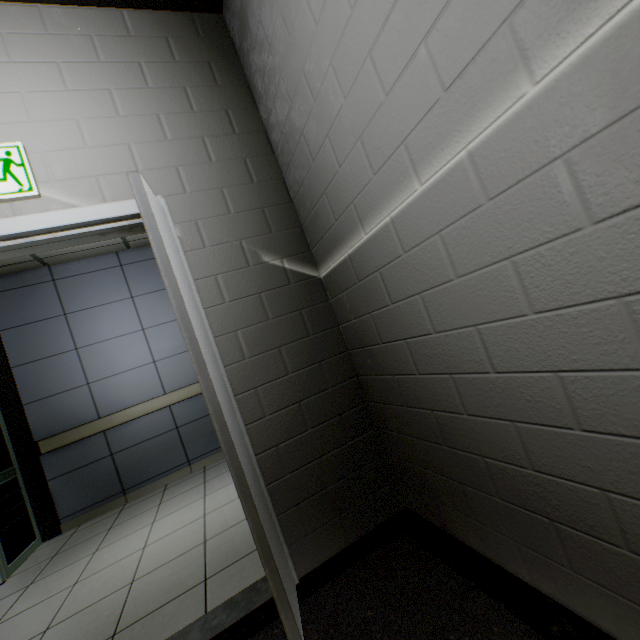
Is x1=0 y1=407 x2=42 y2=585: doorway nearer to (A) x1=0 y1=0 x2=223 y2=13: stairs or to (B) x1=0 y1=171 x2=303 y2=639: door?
(A) x1=0 y1=0 x2=223 y2=13: stairs

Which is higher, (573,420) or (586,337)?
(586,337)

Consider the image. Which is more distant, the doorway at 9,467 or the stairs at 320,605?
the doorway at 9,467

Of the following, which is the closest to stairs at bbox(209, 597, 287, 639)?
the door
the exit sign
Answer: the door

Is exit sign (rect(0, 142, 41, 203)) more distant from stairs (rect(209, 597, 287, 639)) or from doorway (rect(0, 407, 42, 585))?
doorway (rect(0, 407, 42, 585))

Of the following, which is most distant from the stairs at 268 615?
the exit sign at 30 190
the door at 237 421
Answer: the exit sign at 30 190

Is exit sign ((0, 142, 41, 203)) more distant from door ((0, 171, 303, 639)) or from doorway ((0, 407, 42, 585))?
doorway ((0, 407, 42, 585))

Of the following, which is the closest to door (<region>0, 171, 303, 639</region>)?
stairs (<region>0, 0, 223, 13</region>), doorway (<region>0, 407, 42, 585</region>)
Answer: stairs (<region>0, 0, 223, 13</region>)
